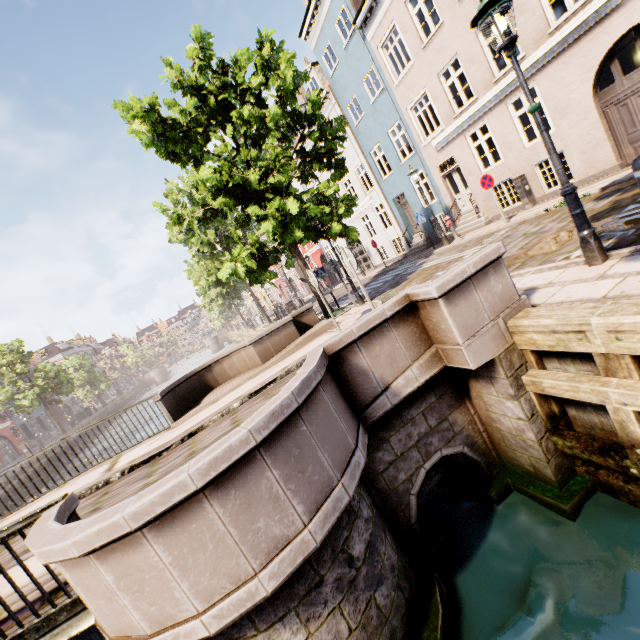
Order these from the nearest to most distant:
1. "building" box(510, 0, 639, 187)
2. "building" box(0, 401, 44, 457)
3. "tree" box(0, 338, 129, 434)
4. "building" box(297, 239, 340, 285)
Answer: "building" box(510, 0, 639, 187) < "building" box(297, 239, 340, 285) < "tree" box(0, 338, 129, 434) < "building" box(0, 401, 44, 457)

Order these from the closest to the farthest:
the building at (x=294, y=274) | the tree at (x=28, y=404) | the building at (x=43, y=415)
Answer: the tree at (x=28, y=404) < the building at (x=294, y=274) < the building at (x=43, y=415)

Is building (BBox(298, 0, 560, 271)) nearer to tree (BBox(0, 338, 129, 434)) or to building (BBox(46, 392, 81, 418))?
tree (BBox(0, 338, 129, 434))

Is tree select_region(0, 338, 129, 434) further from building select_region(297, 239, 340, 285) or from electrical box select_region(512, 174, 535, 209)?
electrical box select_region(512, 174, 535, 209)

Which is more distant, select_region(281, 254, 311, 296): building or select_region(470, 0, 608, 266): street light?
select_region(281, 254, 311, 296): building

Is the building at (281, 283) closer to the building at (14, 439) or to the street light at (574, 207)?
the street light at (574, 207)

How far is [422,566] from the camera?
4.03m

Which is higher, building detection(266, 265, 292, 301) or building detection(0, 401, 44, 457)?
building detection(266, 265, 292, 301)
